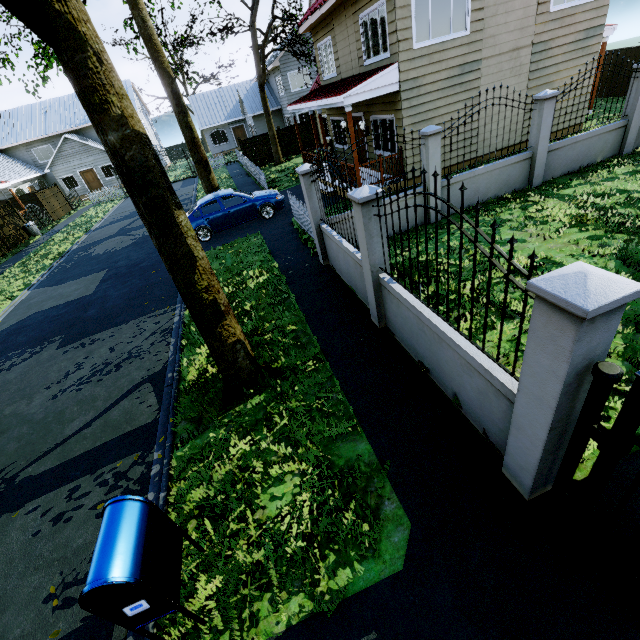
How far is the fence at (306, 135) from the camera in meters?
25.2 m

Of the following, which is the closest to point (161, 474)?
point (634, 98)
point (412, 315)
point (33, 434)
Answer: point (33, 434)

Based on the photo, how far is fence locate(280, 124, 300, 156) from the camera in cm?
2502

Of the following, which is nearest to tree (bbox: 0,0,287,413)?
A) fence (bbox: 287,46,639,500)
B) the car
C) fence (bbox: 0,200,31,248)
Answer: fence (bbox: 287,46,639,500)

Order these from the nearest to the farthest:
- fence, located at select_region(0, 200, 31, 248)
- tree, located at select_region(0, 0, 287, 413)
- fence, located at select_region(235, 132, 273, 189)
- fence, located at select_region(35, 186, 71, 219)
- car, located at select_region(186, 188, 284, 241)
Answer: tree, located at select_region(0, 0, 287, 413) → car, located at select_region(186, 188, 284, 241) → fence, located at select_region(235, 132, 273, 189) → fence, located at select_region(0, 200, 31, 248) → fence, located at select_region(35, 186, 71, 219)

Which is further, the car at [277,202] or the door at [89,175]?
the door at [89,175]

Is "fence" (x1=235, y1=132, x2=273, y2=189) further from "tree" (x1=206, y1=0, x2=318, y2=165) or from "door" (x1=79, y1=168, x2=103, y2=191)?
"door" (x1=79, y1=168, x2=103, y2=191)

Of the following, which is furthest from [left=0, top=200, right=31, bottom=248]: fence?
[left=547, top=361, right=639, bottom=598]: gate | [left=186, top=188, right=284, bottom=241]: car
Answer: [left=547, top=361, right=639, bottom=598]: gate
